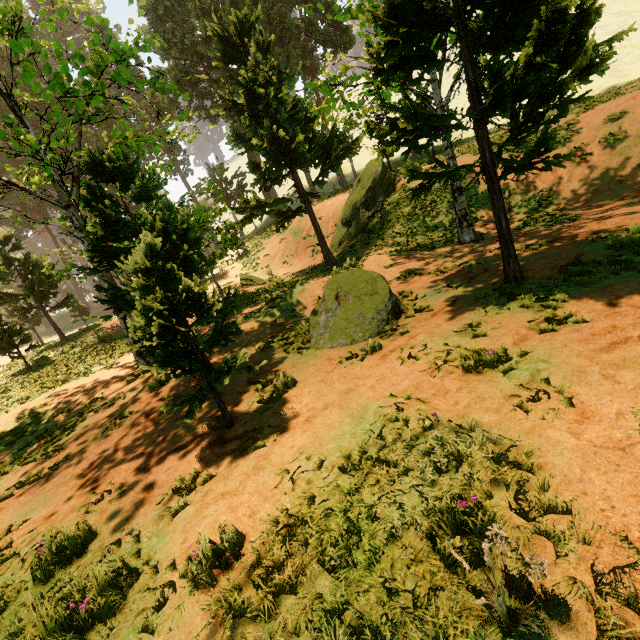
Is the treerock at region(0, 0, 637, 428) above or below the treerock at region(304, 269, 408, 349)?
above

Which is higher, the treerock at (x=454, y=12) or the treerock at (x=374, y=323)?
the treerock at (x=454, y=12)

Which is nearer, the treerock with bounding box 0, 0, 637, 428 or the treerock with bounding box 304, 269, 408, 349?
the treerock with bounding box 0, 0, 637, 428

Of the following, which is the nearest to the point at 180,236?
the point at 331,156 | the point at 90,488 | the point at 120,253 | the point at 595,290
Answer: the point at 120,253

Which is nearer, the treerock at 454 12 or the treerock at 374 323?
the treerock at 454 12

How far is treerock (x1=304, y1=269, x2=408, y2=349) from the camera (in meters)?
8.02
